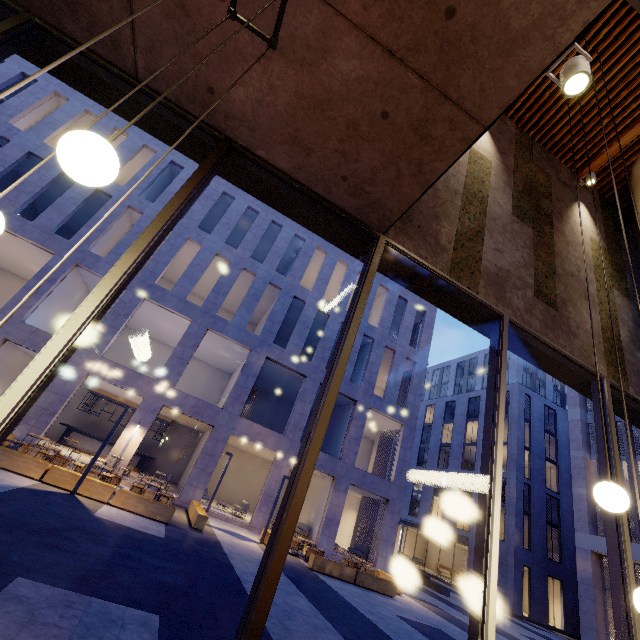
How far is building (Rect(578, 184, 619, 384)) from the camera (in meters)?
4.83

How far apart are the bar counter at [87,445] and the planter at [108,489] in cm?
1171

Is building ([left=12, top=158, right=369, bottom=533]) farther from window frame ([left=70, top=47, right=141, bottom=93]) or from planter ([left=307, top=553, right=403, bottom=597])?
window frame ([left=70, top=47, right=141, bottom=93])

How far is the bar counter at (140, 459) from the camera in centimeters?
2066cm

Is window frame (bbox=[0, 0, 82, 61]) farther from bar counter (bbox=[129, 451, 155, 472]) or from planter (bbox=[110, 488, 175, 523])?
bar counter (bbox=[129, 451, 155, 472])

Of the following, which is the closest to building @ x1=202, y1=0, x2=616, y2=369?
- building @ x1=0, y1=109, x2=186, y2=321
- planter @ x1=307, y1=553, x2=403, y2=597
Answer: planter @ x1=307, y1=553, x2=403, y2=597

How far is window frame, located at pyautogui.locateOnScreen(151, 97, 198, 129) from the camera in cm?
327

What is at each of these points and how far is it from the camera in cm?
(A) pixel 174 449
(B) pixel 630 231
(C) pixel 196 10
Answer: (A) building, 2358
(B) building, 705
(C) building, 255
